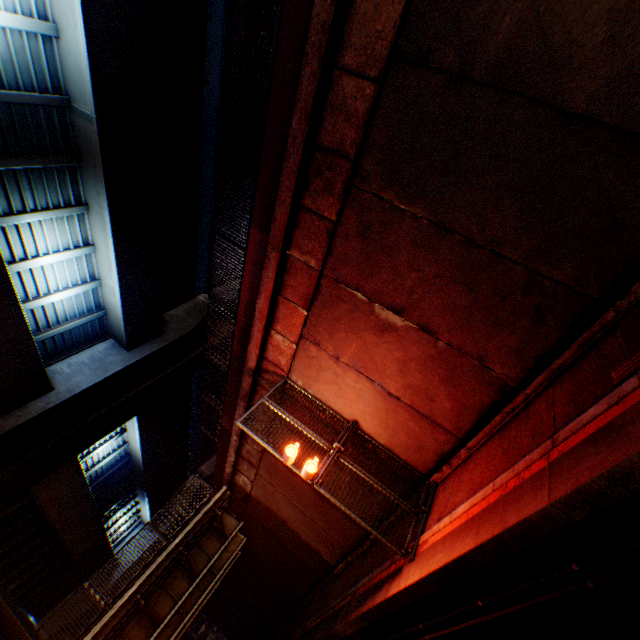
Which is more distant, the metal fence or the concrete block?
the metal fence

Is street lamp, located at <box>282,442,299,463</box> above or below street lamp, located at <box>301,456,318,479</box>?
above

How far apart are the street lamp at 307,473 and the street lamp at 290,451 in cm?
33

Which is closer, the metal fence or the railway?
the railway

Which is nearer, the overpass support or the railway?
the railway

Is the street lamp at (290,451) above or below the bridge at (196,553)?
below

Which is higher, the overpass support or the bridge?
the overpass support

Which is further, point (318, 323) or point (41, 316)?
point (41, 316)
